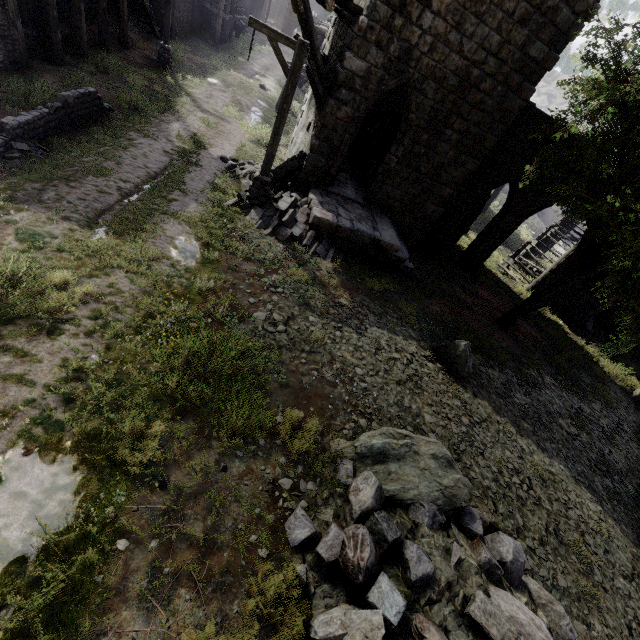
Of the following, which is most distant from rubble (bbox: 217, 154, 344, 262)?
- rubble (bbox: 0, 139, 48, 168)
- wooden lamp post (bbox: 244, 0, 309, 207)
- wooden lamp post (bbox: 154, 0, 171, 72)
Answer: wooden lamp post (bbox: 154, 0, 171, 72)

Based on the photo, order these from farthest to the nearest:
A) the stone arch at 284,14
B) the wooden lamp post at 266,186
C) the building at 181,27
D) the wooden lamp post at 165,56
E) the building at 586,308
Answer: the stone arch at 284,14 → the building at 181,27 → the wooden lamp post at 165,56 → the building at 586,308 → the wooden lamp post at 266,186

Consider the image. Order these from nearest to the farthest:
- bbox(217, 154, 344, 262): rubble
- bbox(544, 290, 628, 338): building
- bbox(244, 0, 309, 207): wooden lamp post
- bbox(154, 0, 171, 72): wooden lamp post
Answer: bbox(244, 0, 309, 207): wooden lamp post
bbox(217, 154, 344, 262): rubble
bbox(544, 290, 628, 338): building
bbox(154, 0, 171, 72): wooden lamp post

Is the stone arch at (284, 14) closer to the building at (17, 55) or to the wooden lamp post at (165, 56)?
the building at (17, 55)

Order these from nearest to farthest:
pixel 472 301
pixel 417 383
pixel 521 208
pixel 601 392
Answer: pixel 417 383
pixel 601 392
pixel 472 301
pixel 521 208

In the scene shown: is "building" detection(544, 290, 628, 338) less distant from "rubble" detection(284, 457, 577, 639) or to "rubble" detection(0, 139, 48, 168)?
"rubble" detection(284, 457, 577, 639)

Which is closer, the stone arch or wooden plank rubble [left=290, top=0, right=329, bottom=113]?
wooden plank rubble [left=290, top=0, right=329, bottom=113]

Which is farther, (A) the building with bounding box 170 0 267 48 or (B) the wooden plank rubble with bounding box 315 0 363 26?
(A) the building with bounding box 170 0 267 48
